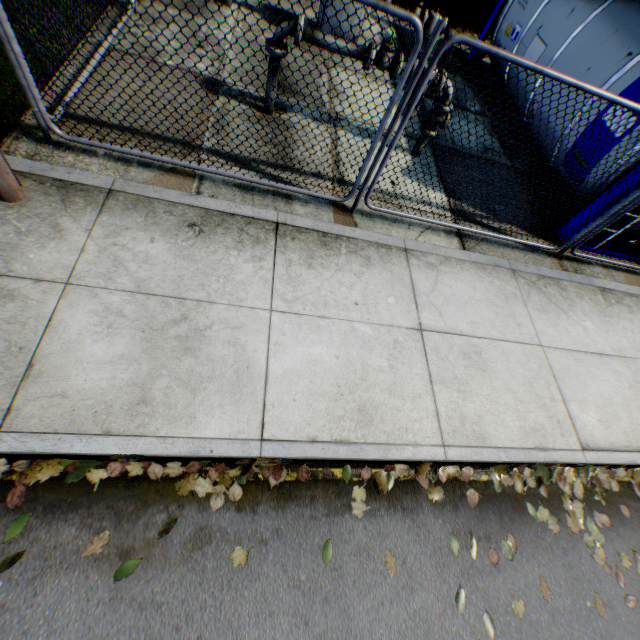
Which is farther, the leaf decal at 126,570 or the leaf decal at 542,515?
the leaf decal at 542,515

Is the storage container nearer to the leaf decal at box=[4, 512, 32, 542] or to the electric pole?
the electric pole

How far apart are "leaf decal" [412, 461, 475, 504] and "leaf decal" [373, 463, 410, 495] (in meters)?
0.10

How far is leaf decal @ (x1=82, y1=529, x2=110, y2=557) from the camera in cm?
232

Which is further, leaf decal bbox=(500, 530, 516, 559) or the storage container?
the storage container

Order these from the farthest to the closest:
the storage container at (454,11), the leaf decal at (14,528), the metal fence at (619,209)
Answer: the storage container at (454,11) → the metal fence at (619,209) → the leaf decal at (14,528)

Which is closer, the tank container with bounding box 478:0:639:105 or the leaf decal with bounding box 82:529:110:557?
the leaf decal with bounding box 82:529:110:557

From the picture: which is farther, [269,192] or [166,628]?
Answer: [269,192]
